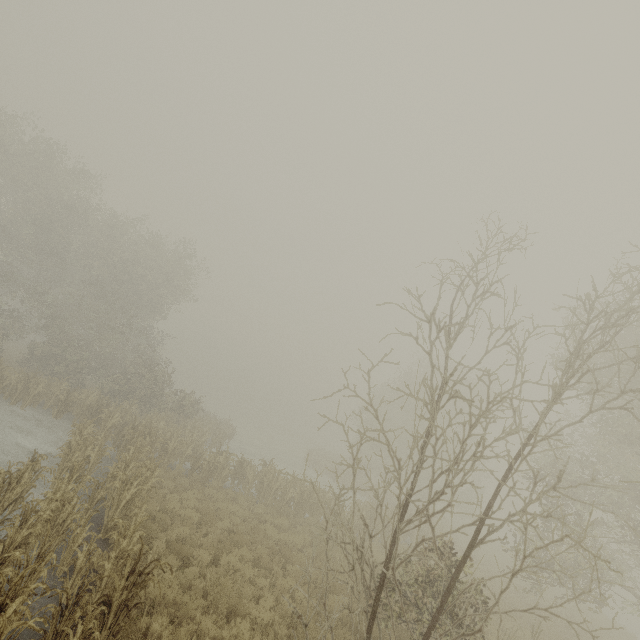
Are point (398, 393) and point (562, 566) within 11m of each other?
no
